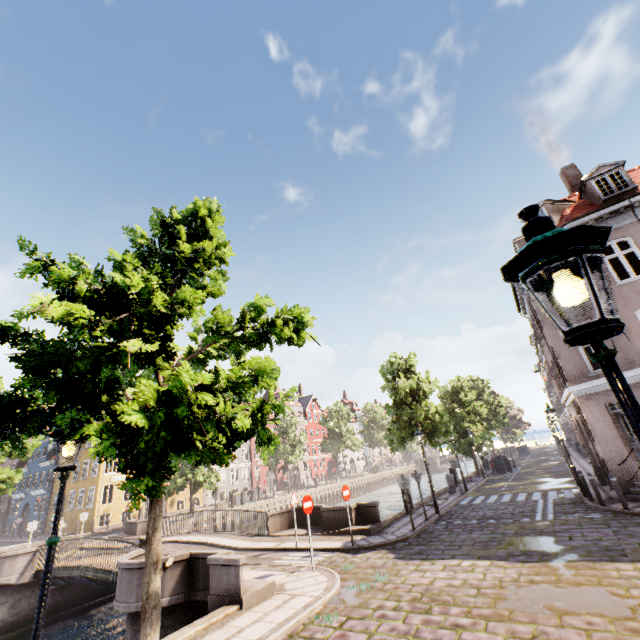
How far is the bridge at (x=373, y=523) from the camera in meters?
12.9 m

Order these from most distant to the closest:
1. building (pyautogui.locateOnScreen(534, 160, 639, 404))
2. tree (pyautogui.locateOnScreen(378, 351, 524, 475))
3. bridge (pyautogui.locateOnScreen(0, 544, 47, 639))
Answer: tree (pyautogui.locateOnScreen(378, 351, 524, 475)) → bridge (pyautogui.locateOnScreen(0, 544, 47, 639)) → building (pyautogui.locateOnScreen(534, 160, 639, 404))

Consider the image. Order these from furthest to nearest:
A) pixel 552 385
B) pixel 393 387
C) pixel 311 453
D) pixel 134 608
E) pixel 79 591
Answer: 1. pixel 311 453
2. pixel 552 385
3. pixel 393 387
4. pixel 79 591
5. pixel 134 608

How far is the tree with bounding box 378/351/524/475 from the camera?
18.59m

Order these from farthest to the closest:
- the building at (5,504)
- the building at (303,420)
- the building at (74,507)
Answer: the building at (303,420) → the building at (5,504) → the building at (74,507)

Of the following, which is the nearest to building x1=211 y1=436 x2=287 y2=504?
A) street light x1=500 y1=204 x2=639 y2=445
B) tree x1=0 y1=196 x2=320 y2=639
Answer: street light x1=500 y1=204 x2=639 y2=445

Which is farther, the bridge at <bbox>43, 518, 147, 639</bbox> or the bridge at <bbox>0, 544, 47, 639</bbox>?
the bridge at <bbox>0, 544, 47, 639</bbox>

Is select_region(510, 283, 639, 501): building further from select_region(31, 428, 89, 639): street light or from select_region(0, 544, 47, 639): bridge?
select_region(0, 544, 47, 639): bridge
